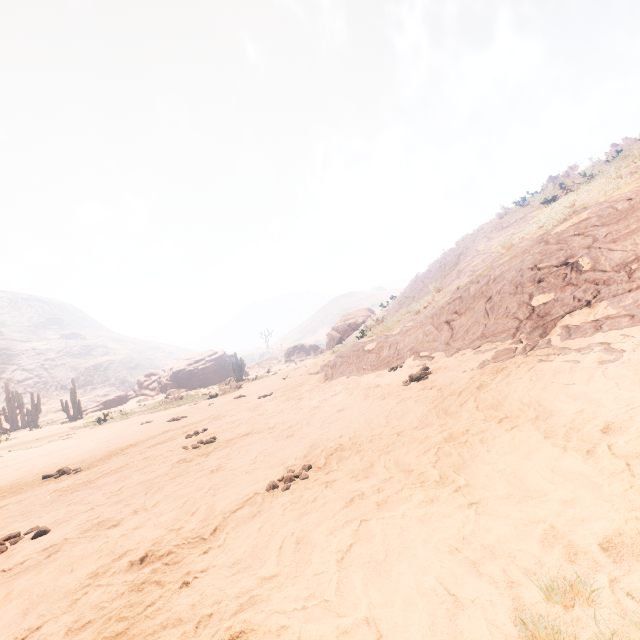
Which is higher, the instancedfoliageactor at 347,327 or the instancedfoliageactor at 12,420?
the instancedfoliageactor at 347,327

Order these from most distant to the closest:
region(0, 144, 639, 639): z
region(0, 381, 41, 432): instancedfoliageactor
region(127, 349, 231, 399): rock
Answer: region(127, 349, 231, 399): rock
region(0, 381, 41, 432): instancedfoliageactor
region(0, 144, 639, 639): z

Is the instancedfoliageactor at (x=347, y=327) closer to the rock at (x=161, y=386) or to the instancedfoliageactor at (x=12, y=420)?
the rock at (x=161, y=386)

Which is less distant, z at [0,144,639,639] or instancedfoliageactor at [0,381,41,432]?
z at [0,144,639,639]

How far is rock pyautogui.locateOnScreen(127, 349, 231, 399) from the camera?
39.8 meters

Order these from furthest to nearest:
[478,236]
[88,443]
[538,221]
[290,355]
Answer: [290,355]
[478,236]
[88,443]
[538,221]

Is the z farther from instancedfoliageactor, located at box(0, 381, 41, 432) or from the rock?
the rock

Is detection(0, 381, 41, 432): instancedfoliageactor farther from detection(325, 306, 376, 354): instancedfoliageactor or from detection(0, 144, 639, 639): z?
detection(325, 306, 376, 354): instancedfoliageactor
